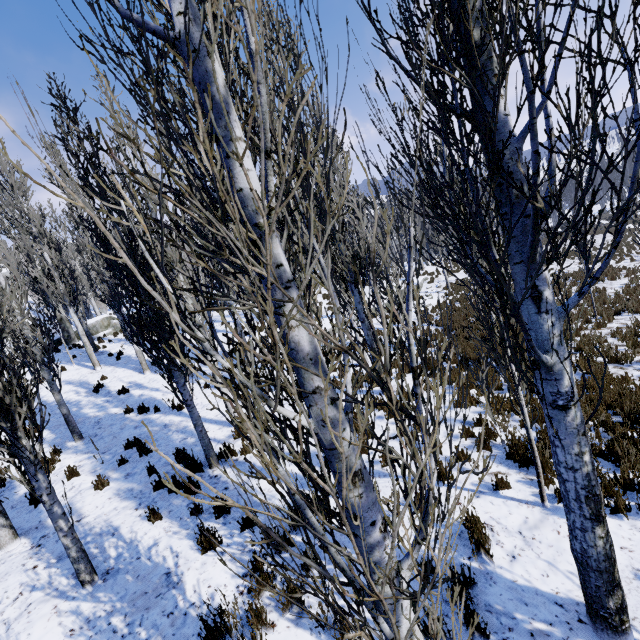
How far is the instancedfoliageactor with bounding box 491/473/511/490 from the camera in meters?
5.0

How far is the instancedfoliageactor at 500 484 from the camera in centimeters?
496cm

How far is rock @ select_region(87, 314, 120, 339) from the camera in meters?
24.2 m

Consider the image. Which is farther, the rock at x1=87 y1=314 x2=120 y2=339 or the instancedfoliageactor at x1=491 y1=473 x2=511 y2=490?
the rock at x1=87 y1=314 x2=120 y2=339

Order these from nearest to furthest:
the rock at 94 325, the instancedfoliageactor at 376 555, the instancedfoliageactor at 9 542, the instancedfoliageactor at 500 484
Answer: the instancedfoliageactor at 376 555, the instancedfoliageactor at 500 484, the instancedfoliageactor at 9 542, the rock at 94 325

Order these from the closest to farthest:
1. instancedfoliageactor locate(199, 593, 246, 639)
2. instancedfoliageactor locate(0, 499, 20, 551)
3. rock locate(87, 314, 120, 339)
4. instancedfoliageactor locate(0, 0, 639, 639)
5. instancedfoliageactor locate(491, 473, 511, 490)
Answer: instancedfoliageactor locate(0, 0, 639, 639), instancedfoliageactor locate(199, 593, 246, 639), instancedfoliageactor locate(491, 473, 511, 490), instancedfoliageactor locate(0, 499, 20, 551), rock locate(87, 314, 120, 339)

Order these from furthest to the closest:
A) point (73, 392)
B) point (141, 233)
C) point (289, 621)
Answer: point (73, 392), point (141, 233), point (289, 621)

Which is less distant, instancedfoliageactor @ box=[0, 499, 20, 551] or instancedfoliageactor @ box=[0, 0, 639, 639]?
instancedfoliageactor @ box=[0, 0, 639, 639]
